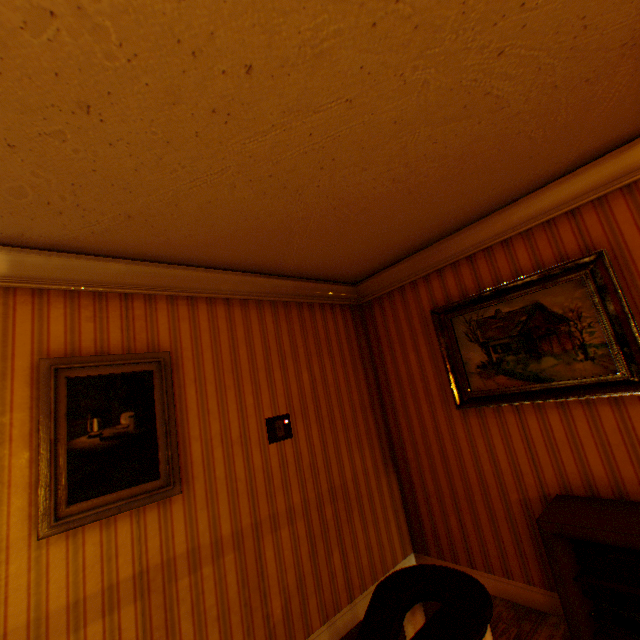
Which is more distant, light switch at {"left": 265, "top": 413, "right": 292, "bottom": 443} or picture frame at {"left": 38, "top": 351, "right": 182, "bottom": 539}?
light switch at {"left": 265, "top": 413, "right": 292, "bottom": 443}

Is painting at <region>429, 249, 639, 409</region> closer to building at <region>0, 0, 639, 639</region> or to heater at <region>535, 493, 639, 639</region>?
building at <region>0, 0, 639, 639</region>

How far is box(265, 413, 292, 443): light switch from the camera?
2.8m

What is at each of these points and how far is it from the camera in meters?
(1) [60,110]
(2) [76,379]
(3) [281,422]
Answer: (1) building, 1.2
(2) picture frame, 2.1
(3) light switch, 2.9

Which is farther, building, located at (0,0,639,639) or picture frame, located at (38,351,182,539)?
picture frame, located at (38,351,182,539)

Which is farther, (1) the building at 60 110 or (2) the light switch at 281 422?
(2) the light switch at 281 422

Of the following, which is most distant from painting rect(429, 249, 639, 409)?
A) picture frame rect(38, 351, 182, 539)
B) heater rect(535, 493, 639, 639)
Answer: picture frame rect(38, 351, 182, 539)

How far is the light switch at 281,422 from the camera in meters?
2.8 m
